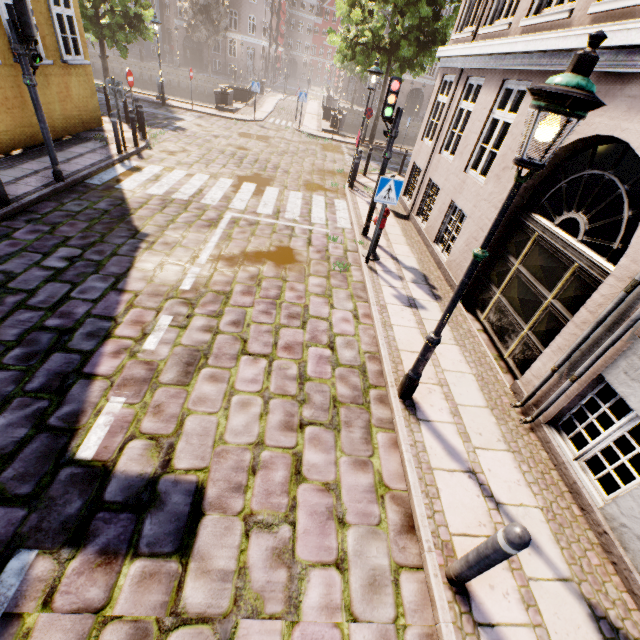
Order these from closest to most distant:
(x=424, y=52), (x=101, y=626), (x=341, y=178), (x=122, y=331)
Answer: (x=101, y=626)
(x=122, y=331)
(x=341, y=178)
(x=424, y=52)

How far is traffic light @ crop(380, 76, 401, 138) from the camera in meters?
6.7

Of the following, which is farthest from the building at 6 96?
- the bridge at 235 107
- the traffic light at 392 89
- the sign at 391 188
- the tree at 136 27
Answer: the sign at 391 188

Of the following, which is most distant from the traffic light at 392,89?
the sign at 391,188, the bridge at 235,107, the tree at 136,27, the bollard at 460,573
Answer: the bridge at 235,107

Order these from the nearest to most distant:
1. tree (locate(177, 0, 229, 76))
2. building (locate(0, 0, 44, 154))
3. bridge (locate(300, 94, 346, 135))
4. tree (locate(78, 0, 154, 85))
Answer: building (locate(0, 0, 44, 154)) < tree (locate(78, 0, 154, 85)) < bridge (locate(300, 94, 346, 135)) < tree (locate(177, 0, 229, 76))

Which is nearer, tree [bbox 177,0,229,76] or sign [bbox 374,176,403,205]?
sign [bbox 374,176,403,205]

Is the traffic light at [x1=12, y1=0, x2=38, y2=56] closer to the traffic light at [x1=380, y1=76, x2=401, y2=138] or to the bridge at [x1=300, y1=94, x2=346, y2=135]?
the traffic light at [x1=380, y1=76, x2=401, y2=138]

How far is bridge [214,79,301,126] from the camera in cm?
2070
